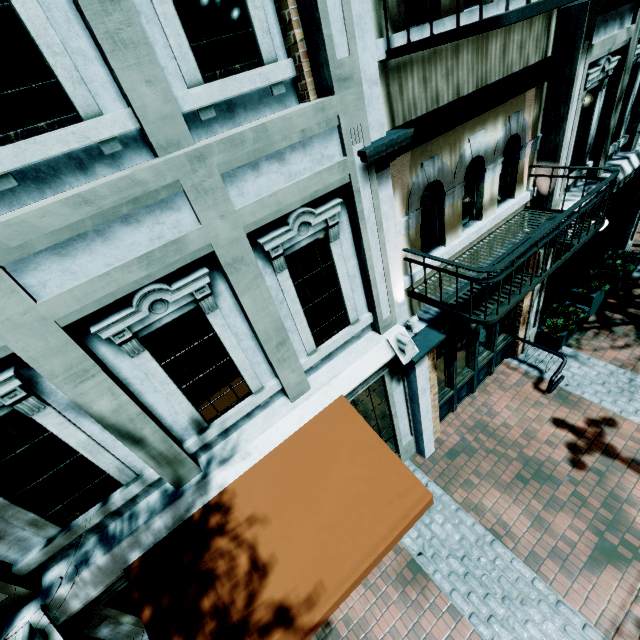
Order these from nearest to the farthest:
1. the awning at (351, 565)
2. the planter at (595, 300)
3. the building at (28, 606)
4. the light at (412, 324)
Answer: the building at (28, 606) < the awning at (351, 565) < the light at (412, 324) < the planter at (595, 300)

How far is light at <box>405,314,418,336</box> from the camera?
4.78m

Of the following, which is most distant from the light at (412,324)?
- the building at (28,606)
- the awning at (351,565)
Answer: the awning at (351,565)

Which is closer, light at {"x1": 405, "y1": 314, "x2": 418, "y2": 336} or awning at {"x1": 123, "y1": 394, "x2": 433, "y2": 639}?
awning at {"x1": 123, "y1": 394, "x2": 433, "y2": 639}

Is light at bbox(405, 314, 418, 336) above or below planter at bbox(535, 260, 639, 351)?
above

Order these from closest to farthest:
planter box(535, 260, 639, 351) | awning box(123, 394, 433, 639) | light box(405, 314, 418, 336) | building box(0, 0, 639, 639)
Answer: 1. building box(0, 0, 639, 639)
2. awning box(123, 394, 433, 639)
3. light box(405, 314, 418, 336)
4. planter box(535, 260, 639, 351)

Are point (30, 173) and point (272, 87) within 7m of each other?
yes

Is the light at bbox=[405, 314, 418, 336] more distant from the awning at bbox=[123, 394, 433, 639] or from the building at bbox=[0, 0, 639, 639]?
the awning at bbox=[123, 394, 433, 639]
